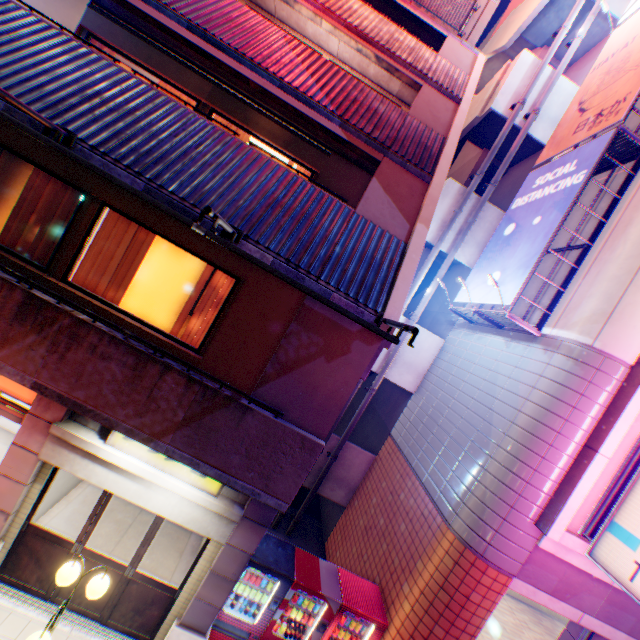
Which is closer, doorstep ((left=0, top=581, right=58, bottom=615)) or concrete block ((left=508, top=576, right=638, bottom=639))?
doorstep ((left=0, top=581, right=58, bottom=615))

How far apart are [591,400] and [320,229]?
5.9 meters

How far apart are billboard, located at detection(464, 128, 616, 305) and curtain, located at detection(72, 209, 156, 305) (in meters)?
7.37

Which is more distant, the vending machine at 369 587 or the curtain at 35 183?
the vending machine at 369 587

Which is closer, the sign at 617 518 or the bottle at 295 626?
the sign at 617 518

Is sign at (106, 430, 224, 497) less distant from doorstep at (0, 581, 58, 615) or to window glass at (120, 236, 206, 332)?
window glass at (120, 236, 206, 332)

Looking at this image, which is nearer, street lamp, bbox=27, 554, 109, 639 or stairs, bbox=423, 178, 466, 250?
street lamp, bbox=27, 554, 109, 639

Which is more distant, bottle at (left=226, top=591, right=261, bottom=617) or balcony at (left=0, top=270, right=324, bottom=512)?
bottle at (left=226, top=591, right=261, bottom=617)
